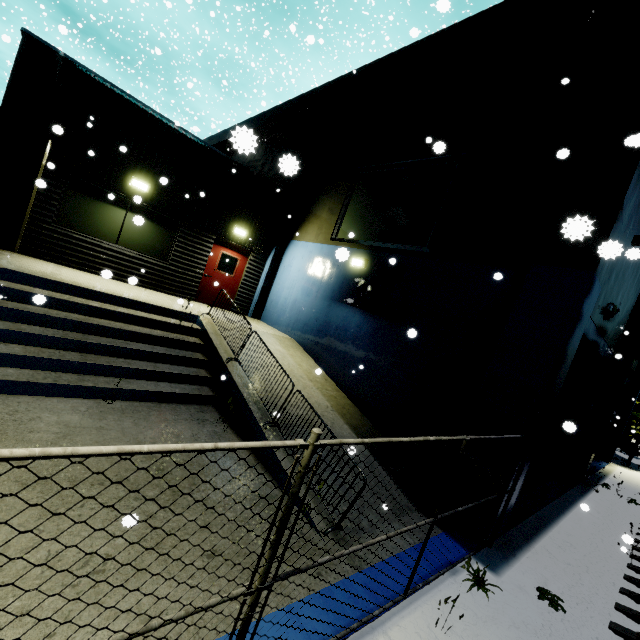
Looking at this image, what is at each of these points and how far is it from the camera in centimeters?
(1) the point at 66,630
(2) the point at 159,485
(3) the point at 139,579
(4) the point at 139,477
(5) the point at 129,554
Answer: (1) building, 241cm
(2) building, 421cm
(3) building, 296cm
(4) building, 422cm
(5) building, 316cm

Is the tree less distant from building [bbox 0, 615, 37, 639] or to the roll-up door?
building [bbox 0, 615, 37, 639]

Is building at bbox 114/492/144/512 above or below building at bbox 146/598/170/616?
above

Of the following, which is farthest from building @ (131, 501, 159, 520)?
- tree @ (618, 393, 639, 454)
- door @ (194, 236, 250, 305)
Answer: tree @ (618, 393, 639, 454)

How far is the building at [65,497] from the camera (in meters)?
3.35

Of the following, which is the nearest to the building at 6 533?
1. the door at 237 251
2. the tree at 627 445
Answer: the door at 237 251
